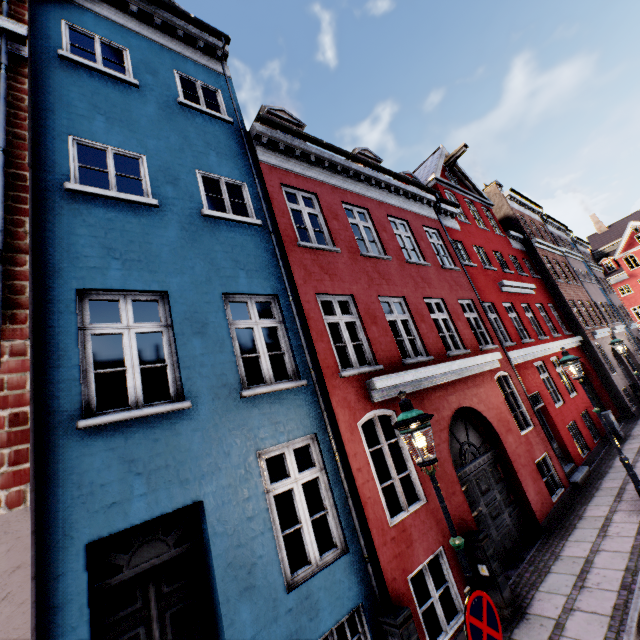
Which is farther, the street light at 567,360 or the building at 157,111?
the street light at 567,360

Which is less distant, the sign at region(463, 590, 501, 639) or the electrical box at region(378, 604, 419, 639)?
the sign at region(463, 590, 501, 639)

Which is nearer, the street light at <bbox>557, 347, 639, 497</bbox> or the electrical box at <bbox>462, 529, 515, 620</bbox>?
the electrical box at <bbox>462, 529, 515, 620</bbox>

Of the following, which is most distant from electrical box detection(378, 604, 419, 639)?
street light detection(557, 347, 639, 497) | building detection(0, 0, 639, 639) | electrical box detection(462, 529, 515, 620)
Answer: electrical box detection(462, 529, 515, 620)

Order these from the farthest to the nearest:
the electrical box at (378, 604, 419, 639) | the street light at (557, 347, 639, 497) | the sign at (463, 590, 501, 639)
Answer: the street light at (557, 347, 639, 497), the electrical box at (378, 604, 419, 639), the sign at (463, 590, 501, 639)

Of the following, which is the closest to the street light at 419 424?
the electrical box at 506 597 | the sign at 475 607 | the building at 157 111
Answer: the sign at 475 607

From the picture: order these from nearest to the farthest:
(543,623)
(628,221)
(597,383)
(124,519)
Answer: (124,519) → (543,623) → (597,383) → (628,221)

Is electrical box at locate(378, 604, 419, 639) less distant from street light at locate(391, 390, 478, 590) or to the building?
the building
